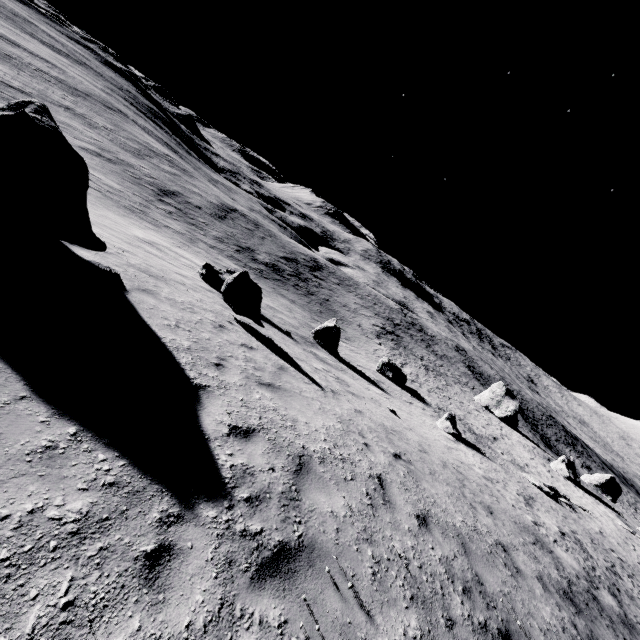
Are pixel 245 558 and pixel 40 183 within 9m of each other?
yes

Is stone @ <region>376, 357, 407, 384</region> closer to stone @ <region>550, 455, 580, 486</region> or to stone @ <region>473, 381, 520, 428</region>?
stone @ <region>550, 455, 580, 486</region>

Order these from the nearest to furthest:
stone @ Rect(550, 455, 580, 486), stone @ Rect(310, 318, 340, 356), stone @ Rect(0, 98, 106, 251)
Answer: stone @ Rect(0, 98, 106, 251) < stone @ Rect(310, 318, 340, 356) < stone @ Rect(550, 455, 580, 486)

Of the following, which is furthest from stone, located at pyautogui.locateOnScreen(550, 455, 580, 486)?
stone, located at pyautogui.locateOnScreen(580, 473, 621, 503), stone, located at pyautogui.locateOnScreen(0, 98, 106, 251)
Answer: stone, located at pyautogui.locateOnScreen(0, 98, 106, 251)

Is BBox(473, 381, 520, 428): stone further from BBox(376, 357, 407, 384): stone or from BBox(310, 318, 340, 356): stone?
BBox(310, 318, 340, 356): stone

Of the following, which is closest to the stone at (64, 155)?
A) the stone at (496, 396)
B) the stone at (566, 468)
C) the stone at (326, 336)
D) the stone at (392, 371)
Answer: the stone at (326, 336)

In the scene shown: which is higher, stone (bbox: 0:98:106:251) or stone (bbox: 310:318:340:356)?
stone (bbox: 0:98:106:251)

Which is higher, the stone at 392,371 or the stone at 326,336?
the stone at 326,336
